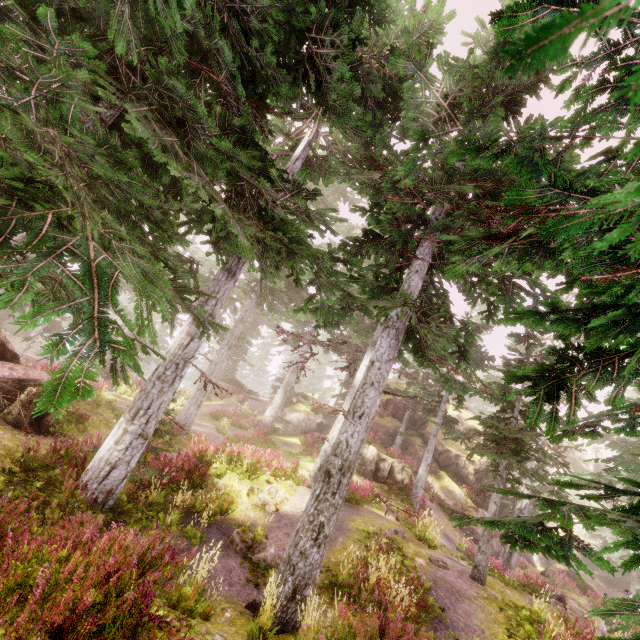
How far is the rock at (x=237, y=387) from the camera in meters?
35.2 m

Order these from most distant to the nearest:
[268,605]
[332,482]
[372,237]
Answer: [372,237], [332,482], [268,605]

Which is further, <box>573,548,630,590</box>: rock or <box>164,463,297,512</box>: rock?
<box>573,548,630,590</box>: rock

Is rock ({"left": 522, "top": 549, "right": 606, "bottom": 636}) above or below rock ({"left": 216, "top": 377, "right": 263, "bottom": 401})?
below

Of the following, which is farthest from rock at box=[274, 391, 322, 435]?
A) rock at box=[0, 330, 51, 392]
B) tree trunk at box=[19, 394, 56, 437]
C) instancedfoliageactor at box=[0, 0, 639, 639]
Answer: tree trunk at box=[19, 394, 56, 437]

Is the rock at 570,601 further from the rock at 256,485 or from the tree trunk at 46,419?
the tree trunk at 46,419

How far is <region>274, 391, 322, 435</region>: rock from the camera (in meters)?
26.73

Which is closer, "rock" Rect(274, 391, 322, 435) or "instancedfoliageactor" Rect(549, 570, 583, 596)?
"instancedfoliageactor" Rect(549, 570, 583, 596)
